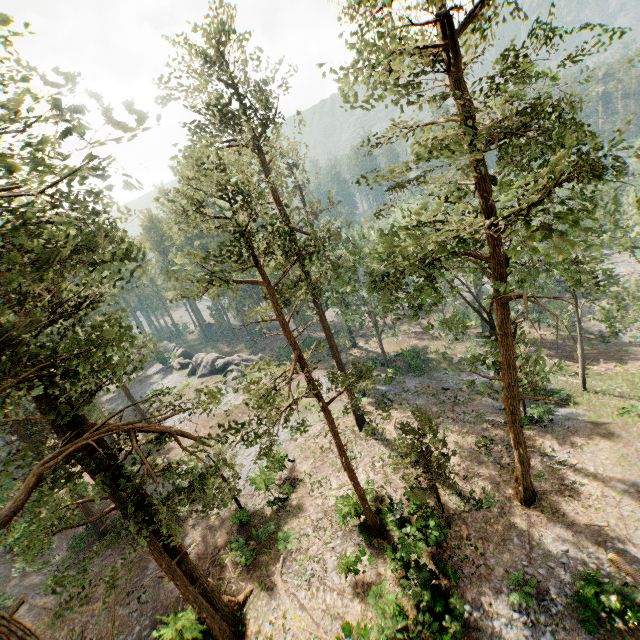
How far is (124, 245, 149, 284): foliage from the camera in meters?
10.0

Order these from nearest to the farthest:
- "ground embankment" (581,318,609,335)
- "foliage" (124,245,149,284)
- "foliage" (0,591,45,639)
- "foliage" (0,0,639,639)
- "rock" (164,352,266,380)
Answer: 1. "foliage" (0,591,45,639)
2. "foliage" (0,0,639,639)
3. "foliage" (124,245,149,284)
4. "ground embankment" (581,318,609,335)
5. "rock" (164,352,266,380)

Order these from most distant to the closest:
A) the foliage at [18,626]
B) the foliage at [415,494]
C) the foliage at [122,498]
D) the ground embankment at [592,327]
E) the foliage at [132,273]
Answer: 1. the ground embankment at [592,327]
2. the foliage at [415,494]
3. the foliage at [132,273]
4. the foliage at [122,498]
5. the foliage at [18,626]

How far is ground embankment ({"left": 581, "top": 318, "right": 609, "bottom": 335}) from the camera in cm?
4206

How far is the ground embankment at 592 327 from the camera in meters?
42.1 m

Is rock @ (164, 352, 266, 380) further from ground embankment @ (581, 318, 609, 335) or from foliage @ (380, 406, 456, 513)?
ground embankment @ (581, 318, 609, 335)

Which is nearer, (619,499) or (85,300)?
(85,300)

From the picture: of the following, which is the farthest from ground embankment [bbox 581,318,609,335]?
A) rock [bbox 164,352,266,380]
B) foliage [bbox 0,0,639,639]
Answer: rock [bbox 164,352,266,380]
